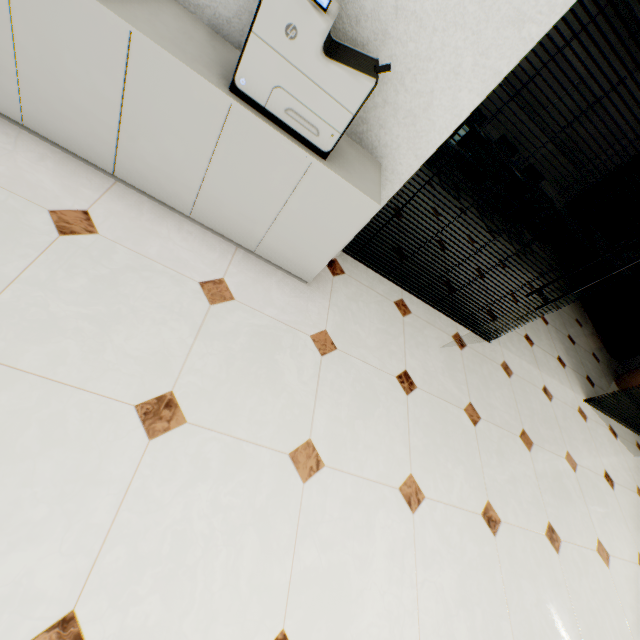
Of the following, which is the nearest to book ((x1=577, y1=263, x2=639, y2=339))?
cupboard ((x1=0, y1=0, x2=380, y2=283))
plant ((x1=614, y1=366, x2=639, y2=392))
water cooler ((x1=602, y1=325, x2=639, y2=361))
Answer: water cooler ((x1=602, y1=325, x2=639, y2=361))

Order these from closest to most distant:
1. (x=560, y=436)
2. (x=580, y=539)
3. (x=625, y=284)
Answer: (x=580, y=539) → (x=560, y=436) → (x=625, y=284)

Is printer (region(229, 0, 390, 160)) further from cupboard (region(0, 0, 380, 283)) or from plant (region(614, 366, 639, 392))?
plant (region(614, 366, 639, 392))

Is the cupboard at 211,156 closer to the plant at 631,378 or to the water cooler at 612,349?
the plant at 631,378

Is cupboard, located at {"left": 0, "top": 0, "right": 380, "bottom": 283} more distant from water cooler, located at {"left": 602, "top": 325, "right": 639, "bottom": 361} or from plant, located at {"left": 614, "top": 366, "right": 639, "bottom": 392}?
water cooler, located at {"left": 602, "top": 325, "right": 639, "bottom": 361}

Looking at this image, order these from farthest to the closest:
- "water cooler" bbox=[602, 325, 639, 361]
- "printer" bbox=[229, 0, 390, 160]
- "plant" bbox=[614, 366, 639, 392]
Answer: "water cooler" bbox=[602, 325, 639, 361] → "plant" bbox=[614, 366, 639, 392] → "printer" bbox=[229, 0, 390, 160]

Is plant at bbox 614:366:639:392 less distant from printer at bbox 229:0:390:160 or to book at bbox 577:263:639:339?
book at bbox 577:263:639:339

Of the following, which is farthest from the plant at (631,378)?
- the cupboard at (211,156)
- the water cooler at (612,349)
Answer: the cupboard at (211,156)
